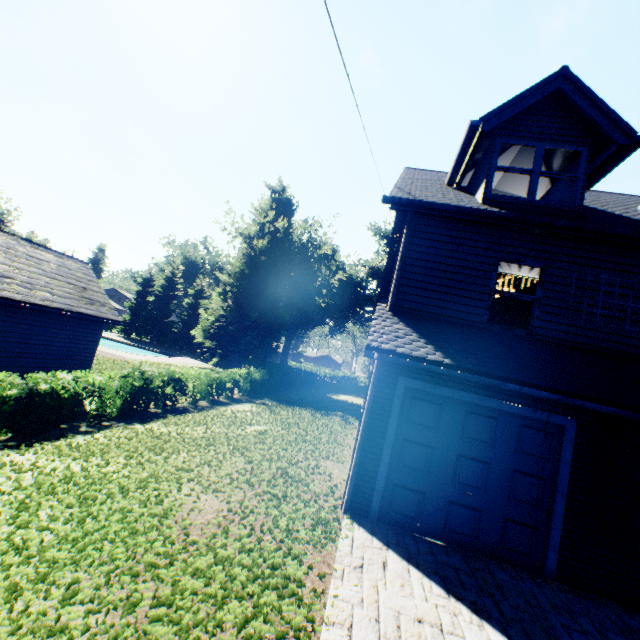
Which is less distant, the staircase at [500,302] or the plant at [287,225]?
the staircase at [500,302]

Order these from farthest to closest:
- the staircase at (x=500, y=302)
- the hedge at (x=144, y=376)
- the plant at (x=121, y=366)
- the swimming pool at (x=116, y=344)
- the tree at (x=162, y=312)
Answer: the tree at (x=162, y=312) < the swimming pool at (x=116, y=344) < the plant at (x=121, y=366) < the staircase at (x=500, y=302) < the hedge at (x=144, y=376)

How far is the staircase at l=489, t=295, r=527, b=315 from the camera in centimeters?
939cm

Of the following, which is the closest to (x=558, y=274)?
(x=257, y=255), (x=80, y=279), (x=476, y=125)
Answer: (x=476, y=125)

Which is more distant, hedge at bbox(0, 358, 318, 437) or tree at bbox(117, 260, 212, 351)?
tree at bbox(117, 260, 212, 351)

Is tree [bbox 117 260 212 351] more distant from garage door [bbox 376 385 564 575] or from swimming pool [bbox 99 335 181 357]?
garage door [bbox 376 385 564 575]

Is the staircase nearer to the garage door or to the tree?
the garage door

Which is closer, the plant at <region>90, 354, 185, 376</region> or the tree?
the plant at <region>90, 354, 185, 376</region>
